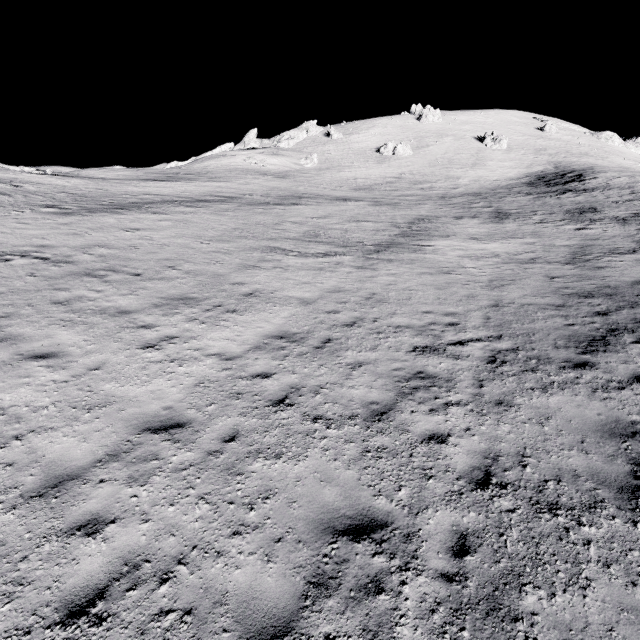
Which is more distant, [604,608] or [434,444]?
[434,444]
